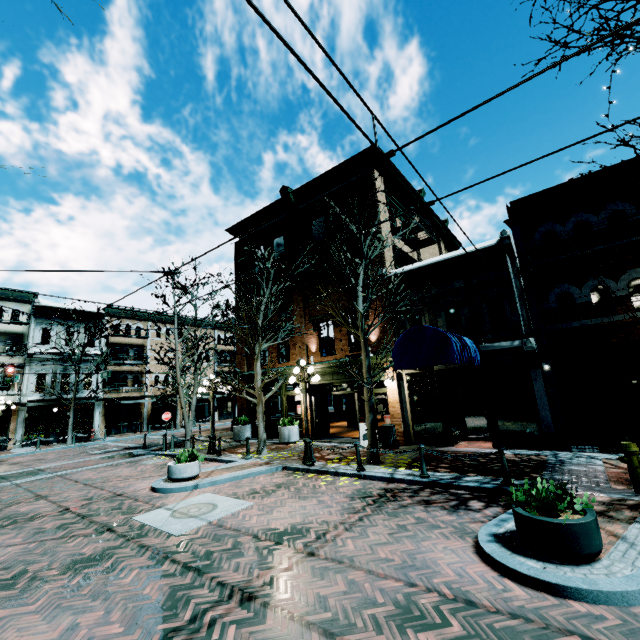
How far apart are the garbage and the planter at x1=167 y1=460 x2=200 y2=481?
7.0 meters

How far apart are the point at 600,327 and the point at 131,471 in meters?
17.8

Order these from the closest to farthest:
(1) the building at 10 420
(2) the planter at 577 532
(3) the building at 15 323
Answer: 1. (2) the planter at 577 532
2. (1) the building at 10 420
3. (3) the building at 15 323

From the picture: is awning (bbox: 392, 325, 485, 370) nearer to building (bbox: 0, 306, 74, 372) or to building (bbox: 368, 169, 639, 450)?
building (bbox: 368, 169, 639, 450)

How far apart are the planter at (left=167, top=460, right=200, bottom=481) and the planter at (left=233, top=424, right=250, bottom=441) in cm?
732

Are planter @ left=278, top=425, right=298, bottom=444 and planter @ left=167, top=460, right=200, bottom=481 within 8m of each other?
yes

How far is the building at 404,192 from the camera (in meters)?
15.83

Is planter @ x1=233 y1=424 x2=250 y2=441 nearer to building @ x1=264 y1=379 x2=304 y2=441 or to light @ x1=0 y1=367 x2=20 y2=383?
building @ x1=264 y1=379 x2=304 y2=441
